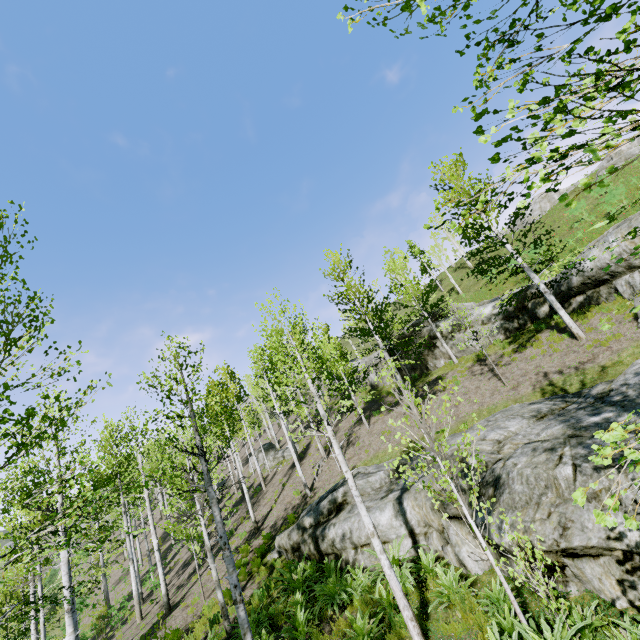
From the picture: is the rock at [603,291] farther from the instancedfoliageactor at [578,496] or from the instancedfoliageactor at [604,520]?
the instancedfoliageactor at [578,496]

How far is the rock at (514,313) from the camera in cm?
1759

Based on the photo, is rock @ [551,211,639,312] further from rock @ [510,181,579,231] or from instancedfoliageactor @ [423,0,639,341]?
rock @ [510,181,579,231]

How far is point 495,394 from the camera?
14.7 meters

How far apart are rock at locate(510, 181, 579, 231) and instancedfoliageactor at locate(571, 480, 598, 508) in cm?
4344

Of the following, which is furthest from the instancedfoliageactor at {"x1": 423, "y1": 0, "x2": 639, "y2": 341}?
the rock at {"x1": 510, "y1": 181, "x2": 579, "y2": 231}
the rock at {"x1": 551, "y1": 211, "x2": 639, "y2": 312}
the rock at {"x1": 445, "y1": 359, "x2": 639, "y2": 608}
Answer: the rock at {"x1": 510, "y1": 181, "x2": 579, "y2": 231}

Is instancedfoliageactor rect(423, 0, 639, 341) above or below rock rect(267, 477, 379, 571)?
above
